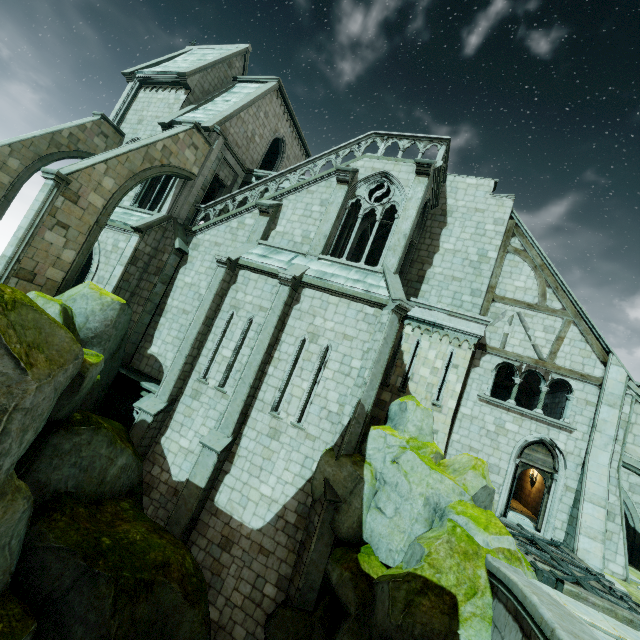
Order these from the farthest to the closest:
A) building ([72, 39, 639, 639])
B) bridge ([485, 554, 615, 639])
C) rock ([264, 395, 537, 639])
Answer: building ([72, 39, 639, 639]) → rock ([264, 395, 537, 639]) → bridge ([485, 554, 615, 639])

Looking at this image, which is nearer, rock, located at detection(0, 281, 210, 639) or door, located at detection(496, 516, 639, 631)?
rock, located at detection(0, 281, 210, 639)

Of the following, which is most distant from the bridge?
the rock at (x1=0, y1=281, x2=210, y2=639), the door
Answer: the door

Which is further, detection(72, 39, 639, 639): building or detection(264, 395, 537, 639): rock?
detection(72, 39, 639, 639): building

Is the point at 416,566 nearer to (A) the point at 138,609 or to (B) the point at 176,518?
(A) the point at 138,609

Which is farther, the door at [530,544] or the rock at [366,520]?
the door at [530,544]

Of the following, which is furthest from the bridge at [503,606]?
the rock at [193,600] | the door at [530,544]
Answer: the door at [530,544]
